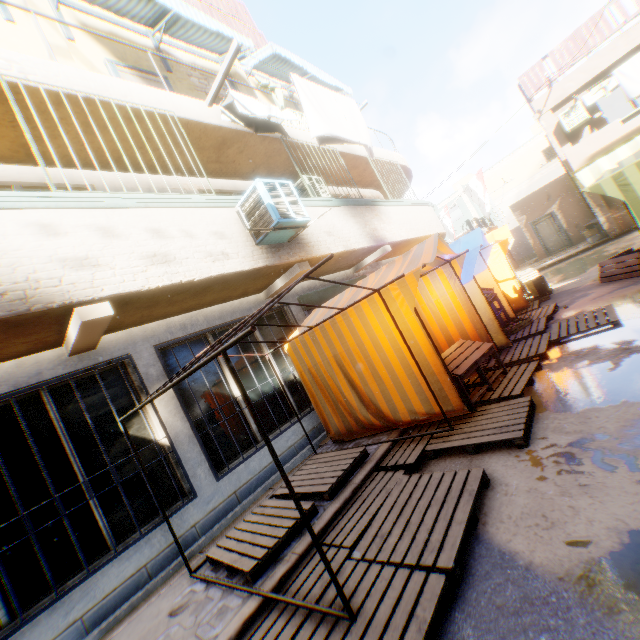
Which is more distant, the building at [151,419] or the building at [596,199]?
the building at [596,199]

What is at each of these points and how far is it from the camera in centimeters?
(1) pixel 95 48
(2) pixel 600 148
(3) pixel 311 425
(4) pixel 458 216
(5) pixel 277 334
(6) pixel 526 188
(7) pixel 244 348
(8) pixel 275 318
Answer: (1) building, 680cm
(2) balcony, 1313cm
(3) building, 667cm
(4) building, 4066cm
(5) building, 728cm
(6) building, 4128cm
(7) building, 658cm
(8) building, 742cm

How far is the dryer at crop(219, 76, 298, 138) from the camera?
6.0 meters

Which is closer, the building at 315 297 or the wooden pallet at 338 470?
the wooden pallet at 338 470

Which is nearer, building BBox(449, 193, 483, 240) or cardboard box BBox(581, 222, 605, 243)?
cardboard box BBox(581, 222, 605, 243)

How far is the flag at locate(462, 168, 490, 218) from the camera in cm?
1338

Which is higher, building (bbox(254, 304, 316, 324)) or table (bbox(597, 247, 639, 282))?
building (bbox(254, 304, 316, 324))

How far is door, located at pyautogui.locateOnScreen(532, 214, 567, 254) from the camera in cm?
2036
